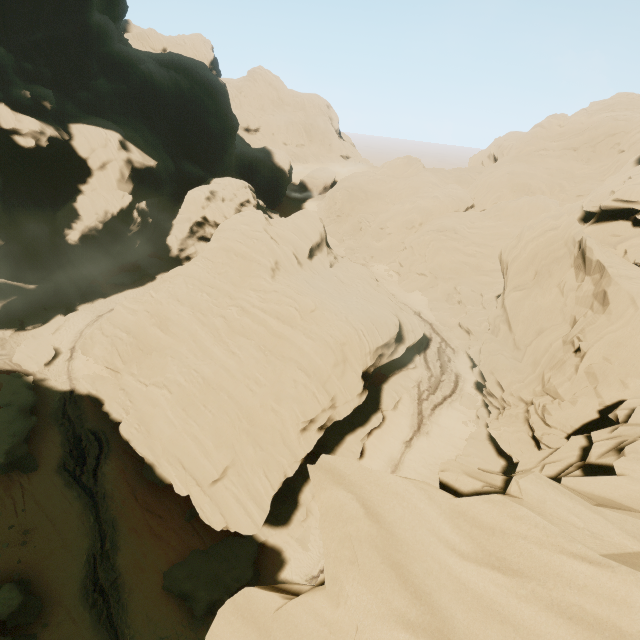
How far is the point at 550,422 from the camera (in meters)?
18.08

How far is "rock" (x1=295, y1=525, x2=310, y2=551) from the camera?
24.5m

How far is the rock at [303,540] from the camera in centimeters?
2450cm

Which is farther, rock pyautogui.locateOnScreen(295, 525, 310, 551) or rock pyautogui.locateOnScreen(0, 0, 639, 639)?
rock pyautogui.locateOnScreen(295, 525, 310, 551)

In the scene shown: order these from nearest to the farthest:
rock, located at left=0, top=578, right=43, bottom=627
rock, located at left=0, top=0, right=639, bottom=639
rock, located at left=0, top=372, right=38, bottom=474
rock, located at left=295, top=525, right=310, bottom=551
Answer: rock, located at left=0, top=0, right=639, bottom=639 → rock, located at left=0, top=578, right=43, bottom=627 → rock, located at left=0, top=372, right=38, bottom=474 → rock, located at left=295, top=525, right=310, bottom=551

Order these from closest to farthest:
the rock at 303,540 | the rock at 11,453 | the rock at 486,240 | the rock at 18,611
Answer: the rock at 486,240 → the rock at 18,611 → the rock at 11,453 → the rock at 303,540

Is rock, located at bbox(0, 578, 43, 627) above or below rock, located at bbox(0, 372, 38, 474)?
below
